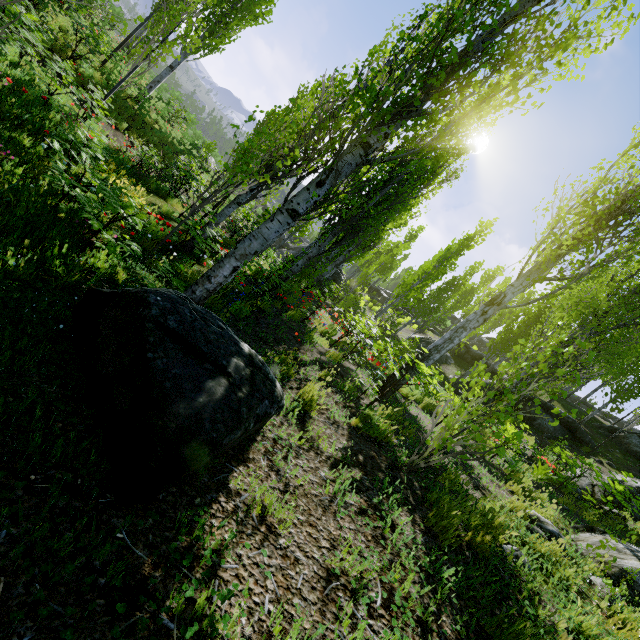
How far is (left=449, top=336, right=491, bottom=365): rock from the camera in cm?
2384

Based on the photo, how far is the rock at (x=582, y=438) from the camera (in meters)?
15.82

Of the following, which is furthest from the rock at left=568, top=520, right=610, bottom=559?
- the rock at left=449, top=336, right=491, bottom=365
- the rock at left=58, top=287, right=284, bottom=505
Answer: the rock at left=449, top=336, right=491, bottom=365

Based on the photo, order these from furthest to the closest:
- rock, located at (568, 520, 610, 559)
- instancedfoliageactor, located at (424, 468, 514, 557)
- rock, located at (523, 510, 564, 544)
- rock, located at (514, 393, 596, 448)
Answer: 1. rock, located at (514, 393, 596, 448)
2. rock, located at (568, 520, 610, 559)
3. rock, located at (523, 510, 564, 544)
4. instancedfoliageactor, located at (424, 468, 514, 557)

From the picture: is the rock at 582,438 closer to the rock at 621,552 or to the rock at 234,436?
the rock at 621,552

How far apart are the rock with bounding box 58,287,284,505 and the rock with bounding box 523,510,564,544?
4.12m

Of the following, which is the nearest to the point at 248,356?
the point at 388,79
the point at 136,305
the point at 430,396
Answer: the point at 136,305

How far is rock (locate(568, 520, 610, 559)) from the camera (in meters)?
4.64
